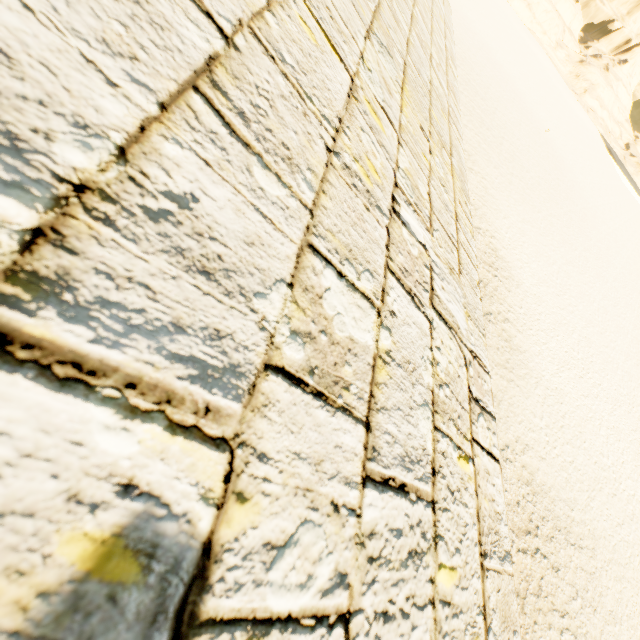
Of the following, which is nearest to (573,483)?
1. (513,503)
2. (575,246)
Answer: (513,503)
